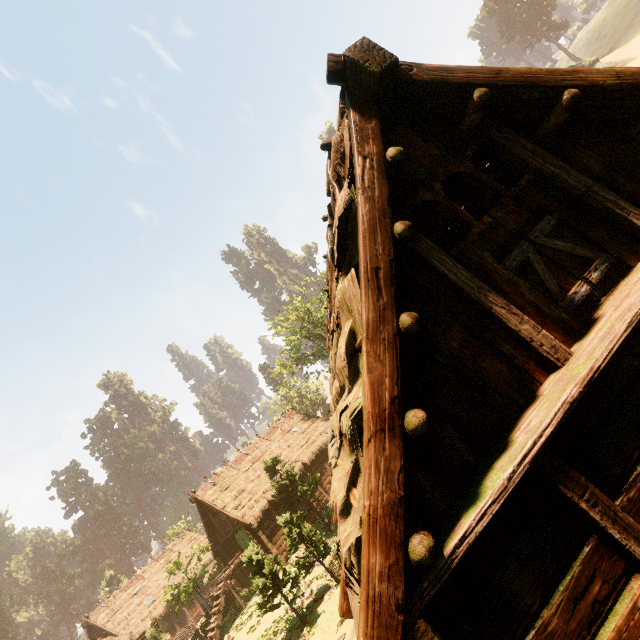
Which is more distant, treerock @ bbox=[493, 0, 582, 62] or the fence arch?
treerock @ bbox=[493, 0, 582, 62]

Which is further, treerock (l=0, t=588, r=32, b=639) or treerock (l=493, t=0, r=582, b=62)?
treerock (l=493, t=0, r=582, b=62)

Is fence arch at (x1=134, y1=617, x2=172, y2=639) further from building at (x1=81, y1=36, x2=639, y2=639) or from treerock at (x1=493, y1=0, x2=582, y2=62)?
treerock at (x1=493, y1=0, x2=582, y2=62)

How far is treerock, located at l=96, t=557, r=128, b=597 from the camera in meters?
43.2 m

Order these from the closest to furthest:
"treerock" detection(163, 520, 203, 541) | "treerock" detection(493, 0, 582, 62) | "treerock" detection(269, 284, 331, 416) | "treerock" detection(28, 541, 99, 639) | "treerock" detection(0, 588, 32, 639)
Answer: "treerock" detection(269, 284, 331, 416), "treerock" detection(163, 520, 203, 541), "treerock" detection(0, 588, 32, 639), "treerock" detection(28, 541, 99, 639), "treerock" detection(493, 0, 582, 62)

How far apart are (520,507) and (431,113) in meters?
4.8 m

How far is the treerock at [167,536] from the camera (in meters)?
42.88

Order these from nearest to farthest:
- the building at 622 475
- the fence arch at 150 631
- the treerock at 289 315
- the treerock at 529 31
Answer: the building at 622 475 < the fence arch at 150 631 < the treerock at 289 315 < the treerock at 529 31
